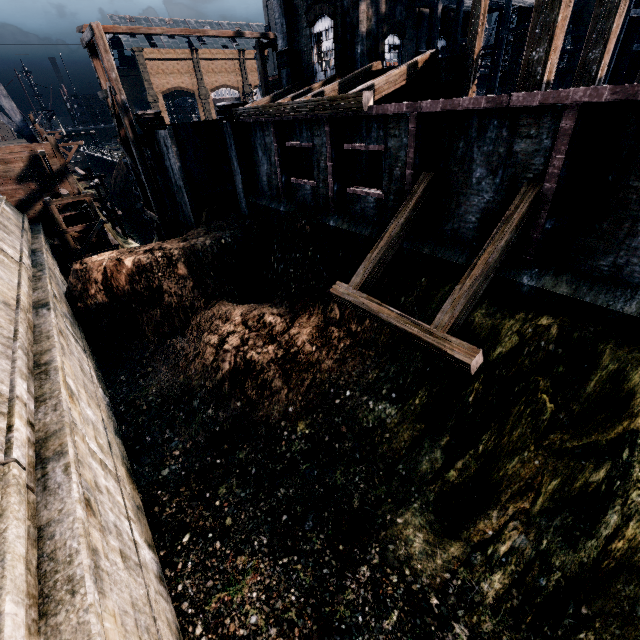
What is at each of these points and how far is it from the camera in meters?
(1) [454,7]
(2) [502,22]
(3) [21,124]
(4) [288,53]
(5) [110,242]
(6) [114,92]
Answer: (1) wooden scaffolding, 25.0 m
(2) wooden scaffolding, 22.1 m
(3) water tower, 22.8 m
(4) building, 19.6 m
(5) wooden scaffolding, 23.5 m
(6) wooden scaffolding, 19.4 m

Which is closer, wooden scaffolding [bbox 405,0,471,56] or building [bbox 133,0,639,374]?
building [bbox 133,0,639,374]

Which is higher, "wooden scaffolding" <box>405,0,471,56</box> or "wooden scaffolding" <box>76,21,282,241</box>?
"wooden scaffolding" <box>405,0,471,56</box>

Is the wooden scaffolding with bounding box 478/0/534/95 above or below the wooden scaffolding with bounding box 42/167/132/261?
above

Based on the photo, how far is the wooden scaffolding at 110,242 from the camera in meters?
21.1

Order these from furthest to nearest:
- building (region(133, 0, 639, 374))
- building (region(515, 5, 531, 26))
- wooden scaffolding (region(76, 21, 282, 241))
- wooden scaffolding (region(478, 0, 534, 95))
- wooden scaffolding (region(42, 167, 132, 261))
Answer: building (region(515, 5, 531, 26)), wooden scaffolding (region(478, 0, 534, 95)), wooden scaffolding (region(42, 167, 132, 261)), wooden scaffolding (region(76, 21, 282, 241)), building (region(133, 0, 639, 374))

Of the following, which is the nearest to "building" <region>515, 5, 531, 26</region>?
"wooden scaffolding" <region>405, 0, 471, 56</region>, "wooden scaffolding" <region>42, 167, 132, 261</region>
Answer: "wooden scaffolding" <region>405, 0, 471, 56</region>

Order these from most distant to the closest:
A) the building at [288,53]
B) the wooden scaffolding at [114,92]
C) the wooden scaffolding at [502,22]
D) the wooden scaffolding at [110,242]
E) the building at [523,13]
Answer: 1. the building at [523,13]
2. the wooden scaffolding at [502,22]
3. the wooden scaffolding at [110,242]
4. the wooden scaffolding at [114,92]
5. the building at [288,53]
